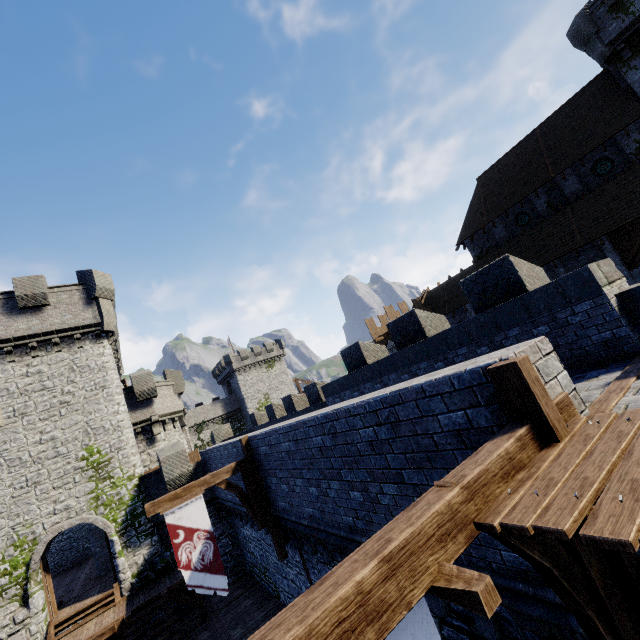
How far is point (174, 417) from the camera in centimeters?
2484cm

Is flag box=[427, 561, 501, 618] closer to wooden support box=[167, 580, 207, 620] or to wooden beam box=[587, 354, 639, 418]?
wooden beam box=[587, 354, 639, 418]

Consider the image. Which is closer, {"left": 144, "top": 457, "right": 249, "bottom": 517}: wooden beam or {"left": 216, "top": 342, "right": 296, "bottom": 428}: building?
→ {"left": 144, "top": 457, "right": 249, "bottom": 517}: wooden beam

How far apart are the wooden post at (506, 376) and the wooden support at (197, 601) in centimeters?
1801cm

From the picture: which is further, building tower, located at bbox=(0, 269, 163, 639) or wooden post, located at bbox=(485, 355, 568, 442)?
building tower, located at bbox=(0, 269, 163, 639)

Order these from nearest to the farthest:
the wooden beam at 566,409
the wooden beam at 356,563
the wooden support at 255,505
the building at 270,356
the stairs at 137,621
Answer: the wooden beam at 356,563 → the wooden beam at 566,409 → the wooden support at 255,505 → the stairs at 137,621 → the building at 270,356

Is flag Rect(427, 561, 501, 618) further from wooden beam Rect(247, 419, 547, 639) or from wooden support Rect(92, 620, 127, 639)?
wooden support Rect(92, 620, 127, 639)

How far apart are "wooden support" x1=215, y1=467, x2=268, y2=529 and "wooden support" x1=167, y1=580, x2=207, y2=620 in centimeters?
792cm
